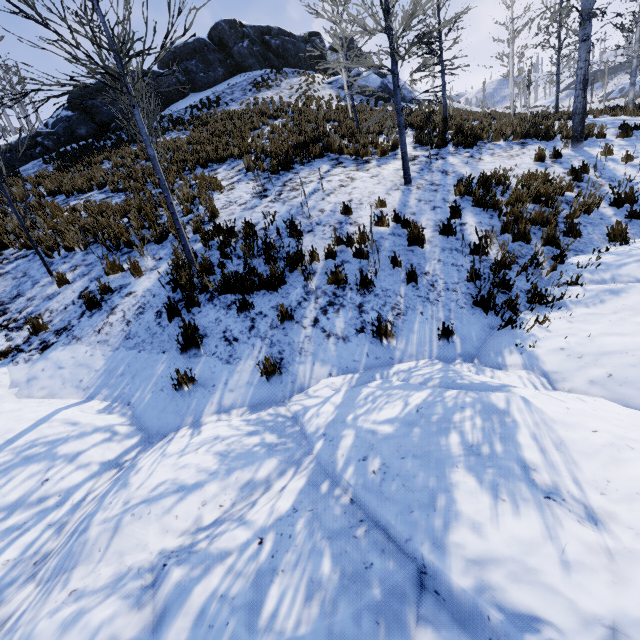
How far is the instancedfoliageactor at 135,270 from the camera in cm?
614

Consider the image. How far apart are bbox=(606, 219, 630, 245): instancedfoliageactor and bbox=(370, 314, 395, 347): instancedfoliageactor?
4.8m

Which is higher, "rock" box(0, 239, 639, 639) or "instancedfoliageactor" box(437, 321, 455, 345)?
"instancedfoliageactor" box(437, 321, 455, 345)

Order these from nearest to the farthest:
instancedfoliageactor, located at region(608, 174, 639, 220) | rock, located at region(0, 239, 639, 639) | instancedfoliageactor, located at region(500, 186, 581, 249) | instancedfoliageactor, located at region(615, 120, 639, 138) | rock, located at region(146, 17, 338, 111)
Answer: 1. rock, located at region(0, 239, 639, 639)
2. instancedfoliageactor, located at region(500, 186, 581, 249)
3. instancedfoliageactor, located at region(608, 174, 639, 220)
4. instancedfoliageactor, located at region(615, 120, 639, 138)
5. rock, located at region(146, 17, 338, 111)

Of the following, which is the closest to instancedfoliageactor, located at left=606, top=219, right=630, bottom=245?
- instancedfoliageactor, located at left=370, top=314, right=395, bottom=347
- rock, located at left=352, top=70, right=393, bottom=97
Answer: instancedfoliageactor, located at left=370, top=314, right=395, bottom=347

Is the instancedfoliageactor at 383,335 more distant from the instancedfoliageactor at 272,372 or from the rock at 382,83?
the rock at 382,83

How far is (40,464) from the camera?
3.26m

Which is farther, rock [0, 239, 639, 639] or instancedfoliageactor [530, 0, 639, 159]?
instancedfoliageactor [530, 0, 639, 159]
